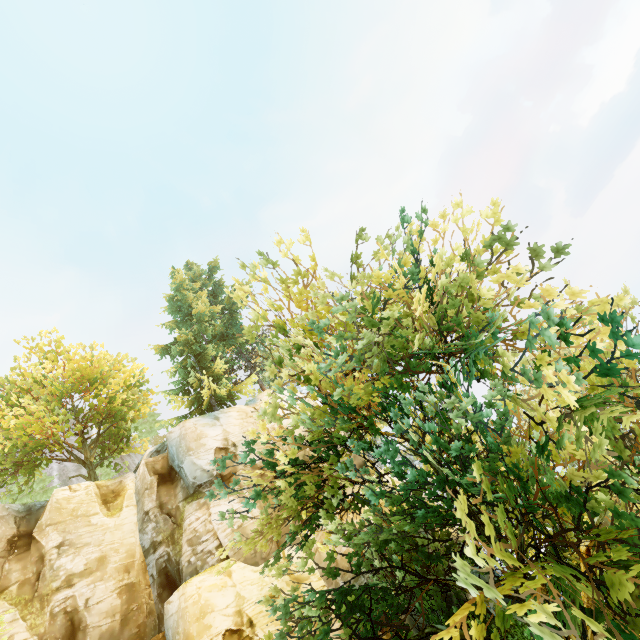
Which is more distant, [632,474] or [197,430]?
[197,430]
